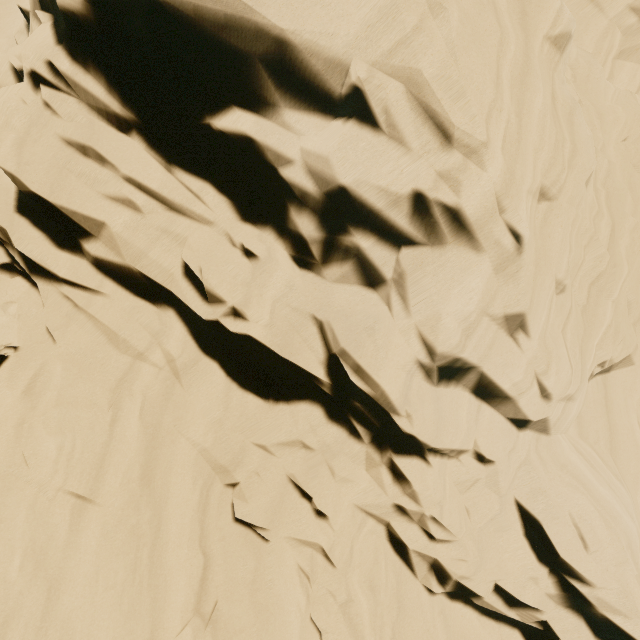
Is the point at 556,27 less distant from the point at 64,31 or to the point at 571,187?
the point at 571,187
